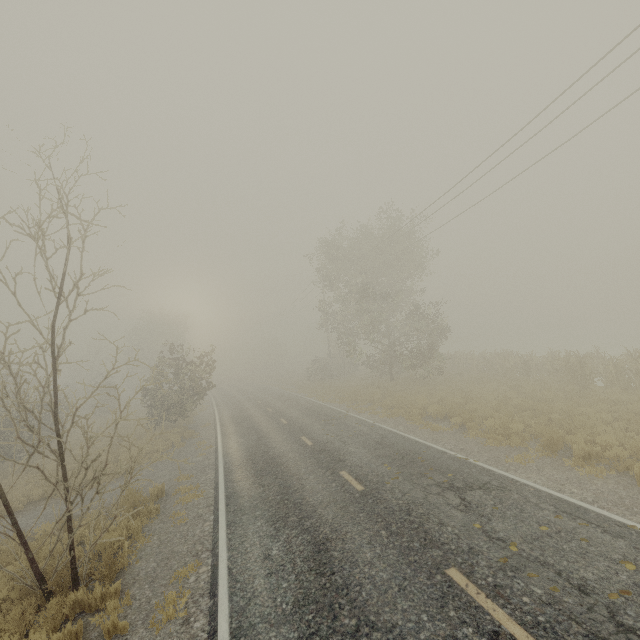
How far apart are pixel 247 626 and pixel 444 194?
16.73m

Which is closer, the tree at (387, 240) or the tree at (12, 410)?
the tree at (12, 410)

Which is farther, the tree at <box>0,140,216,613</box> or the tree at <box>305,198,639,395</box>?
the tree at <box>305,198,639,395</box>
